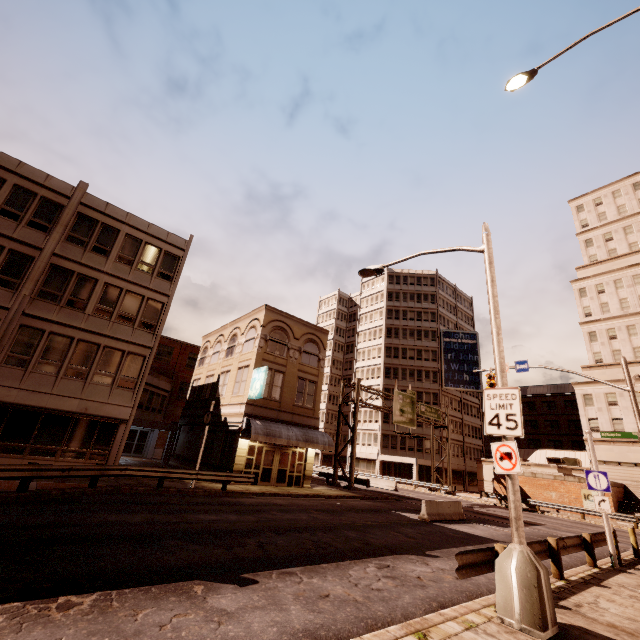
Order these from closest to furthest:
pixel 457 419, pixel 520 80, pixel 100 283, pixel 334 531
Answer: pixel 334 531 < pixel 520 80 < pixel 100 283 < pixel 457 419

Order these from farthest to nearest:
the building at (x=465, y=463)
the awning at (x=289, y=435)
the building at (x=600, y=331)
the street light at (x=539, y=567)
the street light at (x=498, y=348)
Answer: the building at (x=465, y=463) → the building at (x=600, y=331) → the awning at (x=289, y=435) → the street light at (x=498, y=348) → the street light at (x=539, y=567)

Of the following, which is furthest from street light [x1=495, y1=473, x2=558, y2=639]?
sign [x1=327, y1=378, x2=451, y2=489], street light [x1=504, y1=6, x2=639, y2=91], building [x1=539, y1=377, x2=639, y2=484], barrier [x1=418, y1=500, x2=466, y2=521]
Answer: building [x1=539, y1=377, x2=639, y2=484]

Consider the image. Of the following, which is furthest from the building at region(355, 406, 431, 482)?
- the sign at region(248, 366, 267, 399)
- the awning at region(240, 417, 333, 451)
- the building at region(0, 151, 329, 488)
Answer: the sign at region(248, 366, 267, 399)

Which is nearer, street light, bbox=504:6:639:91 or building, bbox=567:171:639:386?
street light, bbox=504:6:639:91

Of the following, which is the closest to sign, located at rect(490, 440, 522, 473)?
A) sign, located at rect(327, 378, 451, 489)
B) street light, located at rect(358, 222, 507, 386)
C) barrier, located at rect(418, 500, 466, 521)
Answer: street light, located at rect(358, 222, 507, 386)

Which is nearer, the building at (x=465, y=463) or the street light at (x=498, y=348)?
the street light at (x=498, y=348)

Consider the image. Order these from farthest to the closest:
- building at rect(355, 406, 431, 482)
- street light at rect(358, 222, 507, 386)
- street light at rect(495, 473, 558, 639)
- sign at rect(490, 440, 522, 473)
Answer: building at rect(355, 406, 431, 482) < street light at rect(358, 222, 507, 386) < sign at rect(490, 440, 522, 473) < street light at rect(495, 473, 558, 639)
